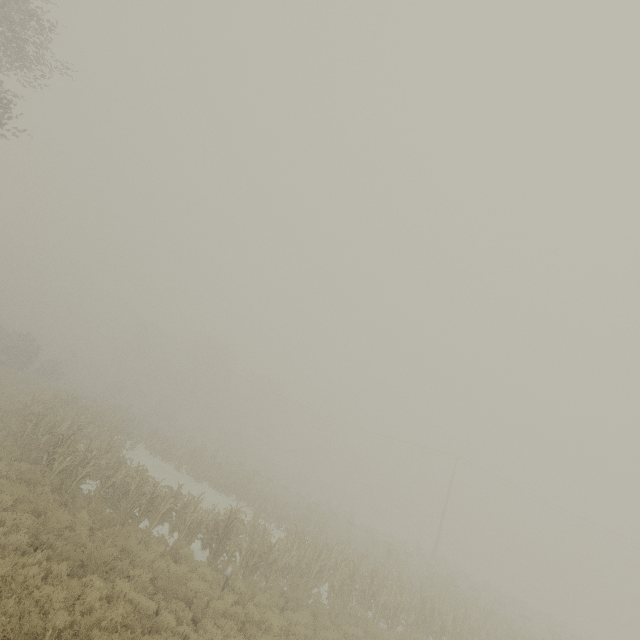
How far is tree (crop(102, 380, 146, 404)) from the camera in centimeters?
4903cm

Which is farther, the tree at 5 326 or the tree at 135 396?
the tree at 135 396

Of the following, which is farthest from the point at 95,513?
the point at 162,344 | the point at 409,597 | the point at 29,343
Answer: the point at 162,344

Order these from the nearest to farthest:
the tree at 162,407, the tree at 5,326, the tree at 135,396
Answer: the tree at 5,326, the tree at 135,396, the tree at 162,407

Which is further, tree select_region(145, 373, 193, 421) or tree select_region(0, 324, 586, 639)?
tree select_region(145, 373, 193, 421)

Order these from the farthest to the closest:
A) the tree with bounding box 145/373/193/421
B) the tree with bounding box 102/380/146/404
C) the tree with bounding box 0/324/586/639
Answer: the tree with bounding box 145/373/193/421 < the tree with bounding box 102/380/146/404 < the tree with bounding box 0/324/586/639
